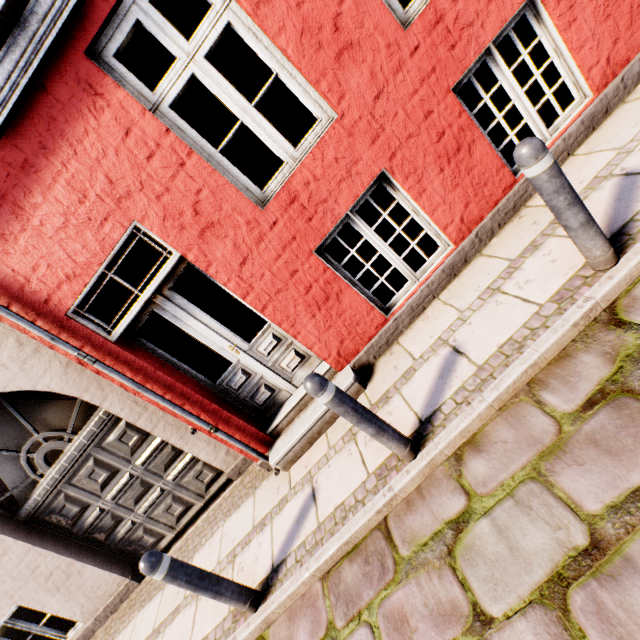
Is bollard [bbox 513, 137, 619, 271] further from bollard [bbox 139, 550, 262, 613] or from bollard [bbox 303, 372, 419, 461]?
bollard [bbox 139, 550, 262, 613]

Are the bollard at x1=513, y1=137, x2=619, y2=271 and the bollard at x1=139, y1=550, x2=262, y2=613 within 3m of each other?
no

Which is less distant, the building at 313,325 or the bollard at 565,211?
the bollard at 565,211

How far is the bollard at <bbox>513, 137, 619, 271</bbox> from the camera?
1.9 meters

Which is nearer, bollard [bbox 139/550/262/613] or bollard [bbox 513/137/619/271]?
bollard [bbox 513/137/619/271]

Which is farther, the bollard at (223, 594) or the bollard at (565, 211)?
the bollard at (223, 594)

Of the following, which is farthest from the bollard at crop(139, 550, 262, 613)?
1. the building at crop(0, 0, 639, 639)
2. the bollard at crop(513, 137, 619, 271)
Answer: the bollard at crop(513, 137, 619, 271)

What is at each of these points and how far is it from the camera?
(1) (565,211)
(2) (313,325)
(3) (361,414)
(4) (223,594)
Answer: (1) bollard, 2.1 meters
(2) building, 3.6 meters
(3) bollard, 2.3 meters
(4) bollard, 2.7 meters
